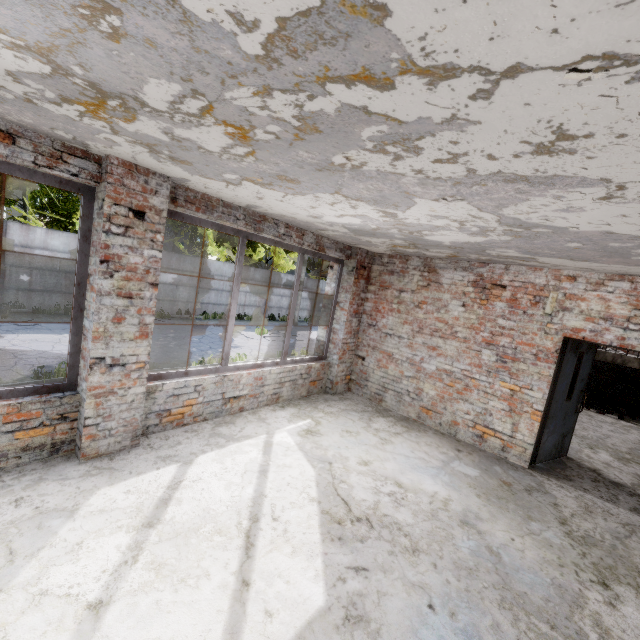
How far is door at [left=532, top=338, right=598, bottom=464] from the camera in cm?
523

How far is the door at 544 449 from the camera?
5.23m

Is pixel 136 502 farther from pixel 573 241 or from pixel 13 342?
pixel 13 342

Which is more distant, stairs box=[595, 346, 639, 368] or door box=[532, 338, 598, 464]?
stairs box=[595, 346, 639, 368]

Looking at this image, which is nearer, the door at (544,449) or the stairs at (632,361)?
the door at (544,449)
